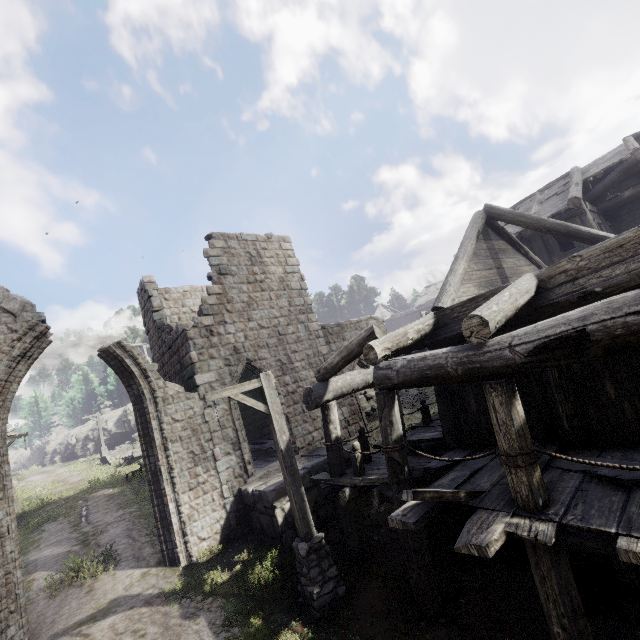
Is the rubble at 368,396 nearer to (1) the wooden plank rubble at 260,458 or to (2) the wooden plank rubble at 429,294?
(1) the wooden plank rubble at 260,458

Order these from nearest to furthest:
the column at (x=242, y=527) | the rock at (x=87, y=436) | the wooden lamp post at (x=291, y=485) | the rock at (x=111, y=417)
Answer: the wooden lamp post at (x=291, y=485) < the column at (x=242, y=527) < the rock at (x=111, y=417) < the rock at (x=87, y=436)

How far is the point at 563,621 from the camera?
3.89m

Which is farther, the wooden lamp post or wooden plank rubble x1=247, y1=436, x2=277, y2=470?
wooden plank rubble x1=247, y1=436, x2=277, y2=470

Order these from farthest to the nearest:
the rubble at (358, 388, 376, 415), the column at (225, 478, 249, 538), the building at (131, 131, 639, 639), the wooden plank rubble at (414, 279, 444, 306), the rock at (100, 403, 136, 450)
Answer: the wooden plank rubble at (414, 279, 444, 306) < the rock at (100, 403, 136, 450) < the rubble at (358, 388, 376, 415) < the column at (225, 478, 249, 538) < the building at (131, 131, 639, 639)

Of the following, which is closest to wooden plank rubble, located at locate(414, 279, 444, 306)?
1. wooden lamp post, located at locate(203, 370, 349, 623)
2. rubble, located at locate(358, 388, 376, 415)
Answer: rubble, located at locate(358, 388, 376, 415)

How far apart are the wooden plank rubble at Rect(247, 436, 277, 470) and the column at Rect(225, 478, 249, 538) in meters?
1.1 m

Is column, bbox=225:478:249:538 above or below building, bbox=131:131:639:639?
below
